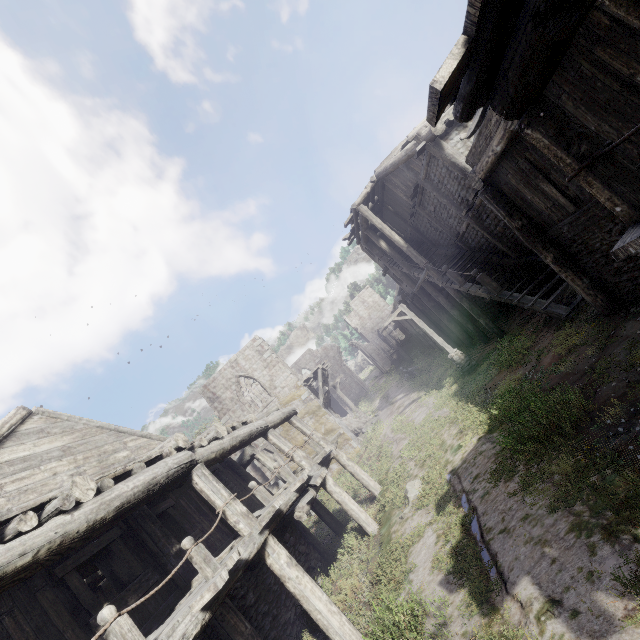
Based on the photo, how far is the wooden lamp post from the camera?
15.8 meters

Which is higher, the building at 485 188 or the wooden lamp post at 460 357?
the building at 485 188

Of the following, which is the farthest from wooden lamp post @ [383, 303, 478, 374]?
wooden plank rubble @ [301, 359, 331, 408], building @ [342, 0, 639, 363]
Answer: wooden plank rubble @ [301, 359, 331, 408]

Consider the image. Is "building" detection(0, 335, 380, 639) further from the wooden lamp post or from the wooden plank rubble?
the wooden lamp post

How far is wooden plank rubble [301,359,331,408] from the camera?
23.38m

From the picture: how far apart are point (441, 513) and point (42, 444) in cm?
954

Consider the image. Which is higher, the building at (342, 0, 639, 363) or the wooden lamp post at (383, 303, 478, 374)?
the building at (342, 0, 639, 363)

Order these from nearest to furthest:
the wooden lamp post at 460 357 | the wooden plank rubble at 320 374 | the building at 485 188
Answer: the building at 485 188, the wooden lamp post at 460 357, the wooden plank rubble at 320 374
